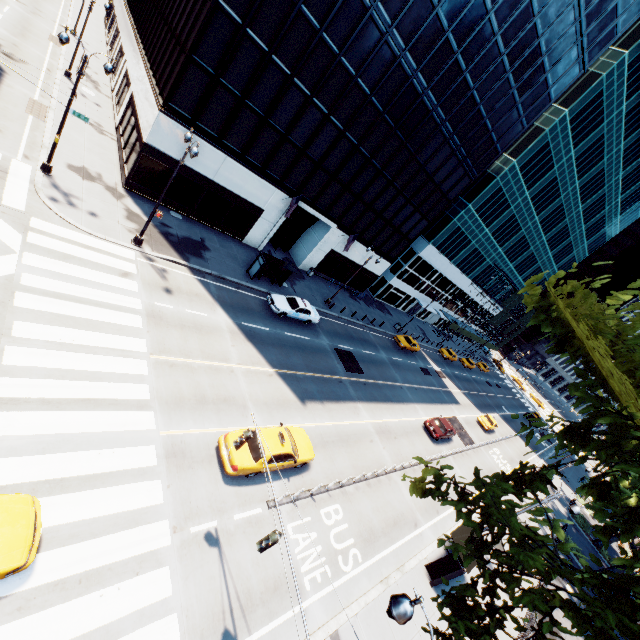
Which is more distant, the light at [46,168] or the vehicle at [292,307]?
the vehicle at [292,307]

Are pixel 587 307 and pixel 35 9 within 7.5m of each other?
no

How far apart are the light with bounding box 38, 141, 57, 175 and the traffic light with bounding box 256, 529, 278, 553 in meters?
22.4

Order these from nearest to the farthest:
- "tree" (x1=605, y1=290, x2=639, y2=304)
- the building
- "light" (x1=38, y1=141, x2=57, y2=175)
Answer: "tree" (x1=605, y1=290, x2=639, y2=304)
"light" (x1=38, y1=141, x2=57, y2=175)
the building

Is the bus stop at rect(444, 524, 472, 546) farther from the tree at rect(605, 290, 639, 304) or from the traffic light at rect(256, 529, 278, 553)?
the traffic light at rect(256, 529, 278, 553)

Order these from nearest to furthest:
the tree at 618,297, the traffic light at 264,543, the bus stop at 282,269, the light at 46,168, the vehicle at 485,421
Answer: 1. the tree at 618,297
2. the traffic light at 264,543
3. the light at 46,168
4. the bus stop at 282,269
5. the vehicle at 485,421

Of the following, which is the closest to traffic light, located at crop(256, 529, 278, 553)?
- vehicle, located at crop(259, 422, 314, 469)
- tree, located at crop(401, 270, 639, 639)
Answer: vehicle, located at crop(259, 422, 314, 469)

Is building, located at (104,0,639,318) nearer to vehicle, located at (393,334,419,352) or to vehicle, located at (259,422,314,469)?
vehicle, located at (393,334,419,352)
